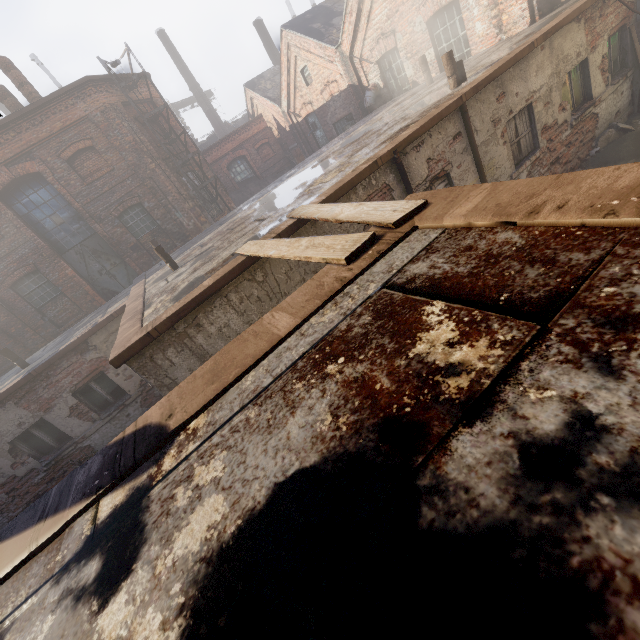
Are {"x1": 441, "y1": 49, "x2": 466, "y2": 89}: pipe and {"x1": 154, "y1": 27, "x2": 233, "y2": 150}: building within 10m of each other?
no

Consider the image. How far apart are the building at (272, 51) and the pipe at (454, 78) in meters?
23.7

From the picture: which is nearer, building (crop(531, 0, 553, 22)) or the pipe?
the pipe

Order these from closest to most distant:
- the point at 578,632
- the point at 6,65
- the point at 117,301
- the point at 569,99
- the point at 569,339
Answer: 1. the point at 578,632
2. the point at 569,339
3. the point at 569,99
4. the point at 117,301
5. the point at 6,65

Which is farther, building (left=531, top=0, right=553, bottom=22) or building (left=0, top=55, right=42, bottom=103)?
building (left=0, top=55, right=42, bottom=103)

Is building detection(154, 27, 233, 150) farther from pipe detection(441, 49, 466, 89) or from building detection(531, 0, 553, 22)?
pipe detection(441, 49, 466, 89)

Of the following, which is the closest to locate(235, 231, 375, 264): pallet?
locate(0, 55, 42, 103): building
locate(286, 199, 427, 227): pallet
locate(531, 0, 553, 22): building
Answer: locate(286, 199, 427, 227): pallet

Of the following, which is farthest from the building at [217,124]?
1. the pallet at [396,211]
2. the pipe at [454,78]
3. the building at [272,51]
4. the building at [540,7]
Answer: the pallet at [396,211]
